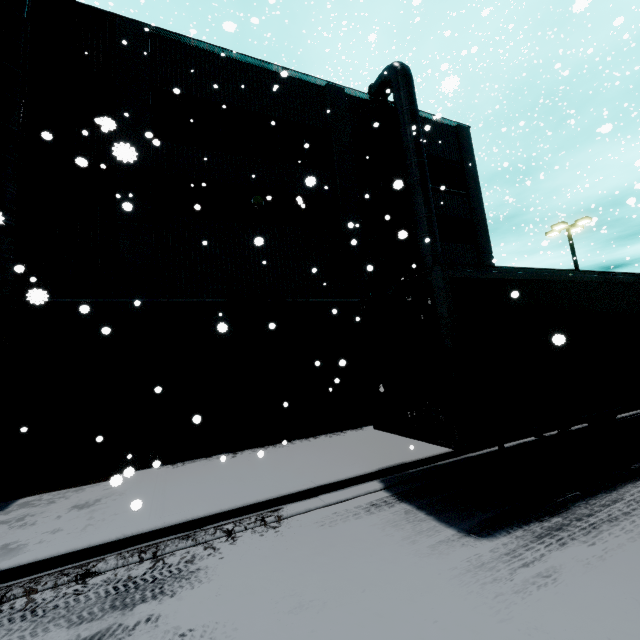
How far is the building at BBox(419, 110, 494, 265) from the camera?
16.1 meters

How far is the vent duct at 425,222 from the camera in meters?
13.0

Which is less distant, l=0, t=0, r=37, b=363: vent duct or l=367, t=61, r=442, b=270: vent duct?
l=0, t=0, r=37, b=363: vent duct

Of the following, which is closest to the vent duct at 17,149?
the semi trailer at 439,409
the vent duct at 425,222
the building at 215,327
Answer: the building at 215,327

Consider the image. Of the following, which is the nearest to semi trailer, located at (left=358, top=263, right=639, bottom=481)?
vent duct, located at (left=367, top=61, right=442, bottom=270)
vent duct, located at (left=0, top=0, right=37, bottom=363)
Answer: vent duct, located at (left=367, top=61, right=442, bottom=270)

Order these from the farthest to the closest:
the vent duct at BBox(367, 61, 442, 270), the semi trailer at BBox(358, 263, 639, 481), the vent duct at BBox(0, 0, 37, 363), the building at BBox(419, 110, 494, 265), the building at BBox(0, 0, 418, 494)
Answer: the building at BBox(419, 110, 494, 265) < the vent duct at BBox(367, 61, 442, 270) < the building at BBox(0, 0, 418, 494) < the vent duct at BBox(0, 0, 37, 363) < the semi trailer at BBox(358, 263, 639, 481)

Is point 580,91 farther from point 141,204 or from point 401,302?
point 141,204

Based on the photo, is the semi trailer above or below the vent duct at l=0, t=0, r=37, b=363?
below
